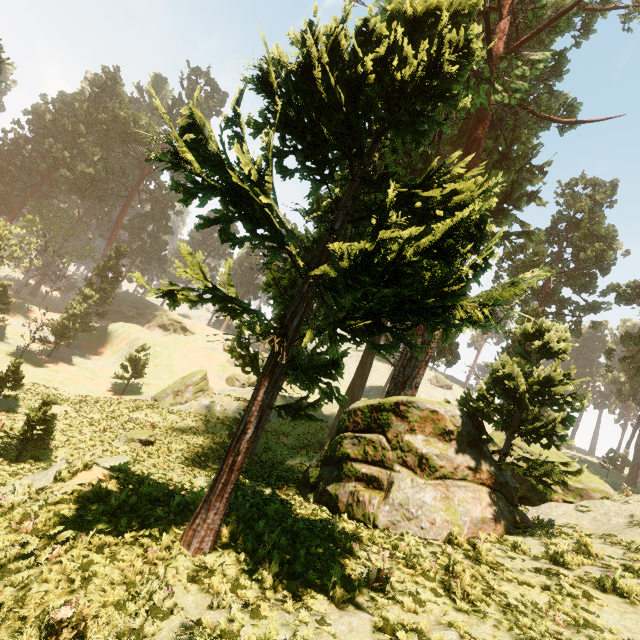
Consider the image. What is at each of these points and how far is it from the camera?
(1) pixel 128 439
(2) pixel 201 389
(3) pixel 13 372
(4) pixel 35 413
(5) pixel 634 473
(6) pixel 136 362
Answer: (1) treerock, 21.0 meters
(2) treerock, 35.5 meters
(3) treerock, 21.7 meters
(4) treerock, 16.5 meters
(5) treerock, 36.6 meters
(6) treerock, 37.3 meters

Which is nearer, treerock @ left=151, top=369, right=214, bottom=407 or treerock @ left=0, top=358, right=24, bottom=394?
treerock @ left=0, top=358, right=24, bottom=394

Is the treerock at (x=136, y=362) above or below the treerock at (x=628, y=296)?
below

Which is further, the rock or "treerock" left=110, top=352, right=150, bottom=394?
the rock

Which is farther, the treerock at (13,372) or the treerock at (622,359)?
the treerock at (622,359)

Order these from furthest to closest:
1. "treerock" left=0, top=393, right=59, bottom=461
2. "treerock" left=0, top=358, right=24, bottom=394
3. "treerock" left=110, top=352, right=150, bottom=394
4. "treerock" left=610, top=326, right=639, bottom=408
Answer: "treerock" left=110, top=352, right=150, bottom=394, "treerock" left=610, top=326, right=639, bottom=408, "treerock" left=0, top=358, right=24, bottom=394, "treerock" left=0, top=393, right=59, bottom=461

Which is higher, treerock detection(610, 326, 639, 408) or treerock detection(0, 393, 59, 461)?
treerock detection(610, 326, 639, 408)
